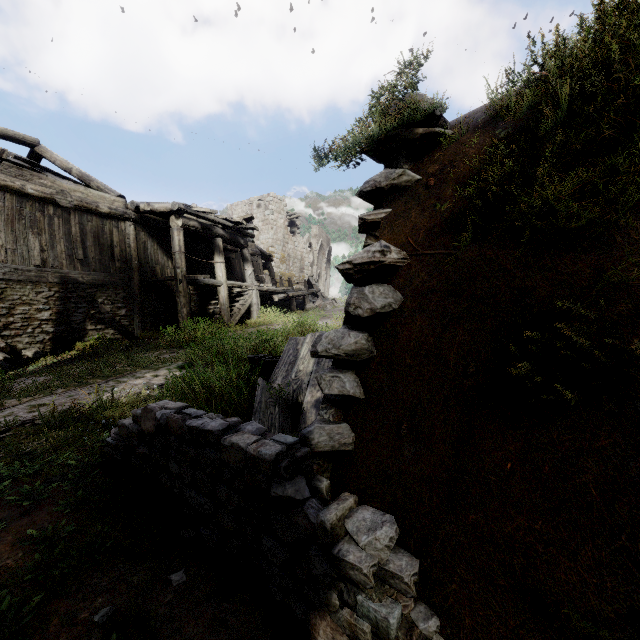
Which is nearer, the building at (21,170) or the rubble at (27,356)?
the rubble at (27,356)

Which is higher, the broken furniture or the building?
the building

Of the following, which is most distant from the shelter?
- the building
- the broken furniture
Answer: the building

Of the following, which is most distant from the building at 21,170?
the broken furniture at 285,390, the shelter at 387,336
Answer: the broken furniture at 285,390

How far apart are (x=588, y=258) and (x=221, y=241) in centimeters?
1399cm

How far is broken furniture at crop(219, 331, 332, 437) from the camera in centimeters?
356cm

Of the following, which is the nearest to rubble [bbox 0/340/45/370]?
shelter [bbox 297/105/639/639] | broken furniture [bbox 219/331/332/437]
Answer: shelter [bbox 297/105/639/639]
